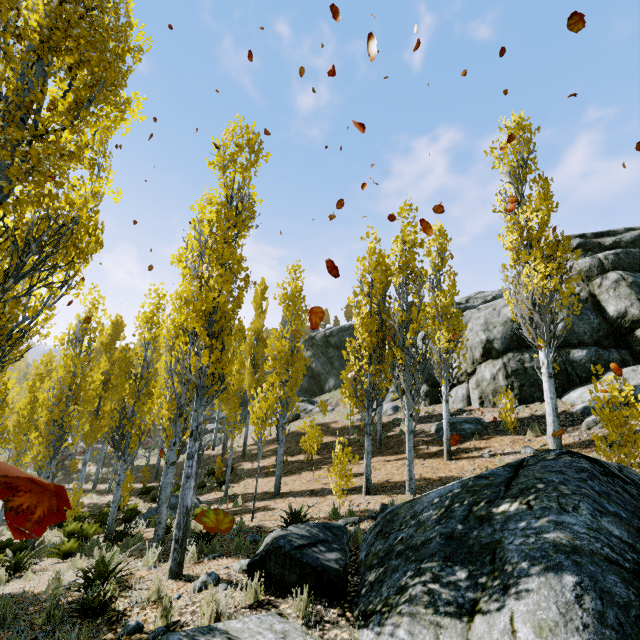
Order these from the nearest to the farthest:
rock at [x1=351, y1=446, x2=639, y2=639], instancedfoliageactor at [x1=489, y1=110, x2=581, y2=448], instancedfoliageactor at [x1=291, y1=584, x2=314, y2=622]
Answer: rock at [x1=351, y1=446, x2=639, y2=639], instancedfoliageactor at [x1=291, y1=584, x2=314, y2=622], instancedfoliageactor at [x1=489, y1=110, x2=581, y2=448]

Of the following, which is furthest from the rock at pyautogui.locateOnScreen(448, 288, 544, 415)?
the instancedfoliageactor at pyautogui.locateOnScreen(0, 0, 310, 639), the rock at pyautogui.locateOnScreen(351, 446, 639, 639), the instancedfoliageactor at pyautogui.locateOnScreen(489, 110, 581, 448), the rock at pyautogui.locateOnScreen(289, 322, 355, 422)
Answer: the rock at pyautogui.locateOnScreen(351, 446, 639, 639)

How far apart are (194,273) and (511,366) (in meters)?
15.98

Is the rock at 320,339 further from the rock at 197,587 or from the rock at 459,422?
the rock at 197,587

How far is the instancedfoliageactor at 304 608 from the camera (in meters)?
4.27

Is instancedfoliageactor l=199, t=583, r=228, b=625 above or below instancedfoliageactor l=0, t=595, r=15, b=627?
above

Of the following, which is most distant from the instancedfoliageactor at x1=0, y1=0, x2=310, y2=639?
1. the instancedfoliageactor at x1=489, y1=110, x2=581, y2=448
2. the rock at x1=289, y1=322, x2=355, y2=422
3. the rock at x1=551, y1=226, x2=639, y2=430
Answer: the rock at x1=289, y1=322, x2=355, y2=422

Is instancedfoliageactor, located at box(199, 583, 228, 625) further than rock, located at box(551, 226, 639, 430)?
No
